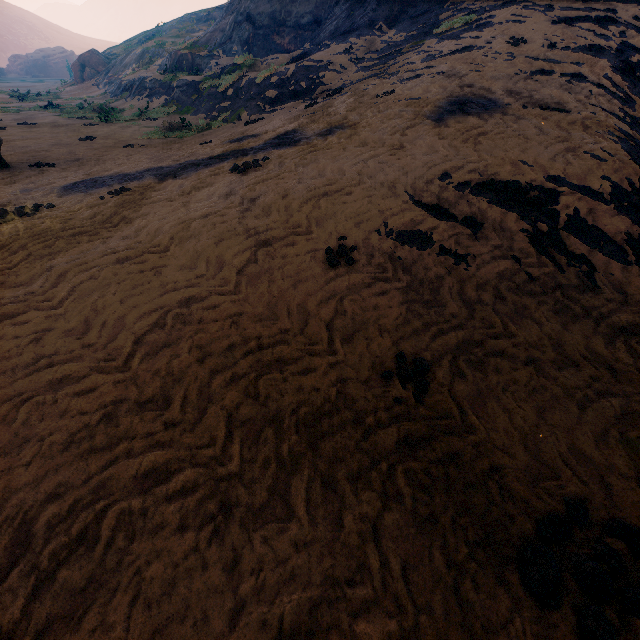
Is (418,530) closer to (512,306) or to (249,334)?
(249,334)

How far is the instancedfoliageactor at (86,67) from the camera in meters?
32.8

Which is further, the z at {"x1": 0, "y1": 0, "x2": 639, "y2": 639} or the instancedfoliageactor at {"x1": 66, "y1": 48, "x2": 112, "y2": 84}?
the instancedfoliageactor at {"x1": 66, "y1": 48, "x2": 112, "y2": 84}

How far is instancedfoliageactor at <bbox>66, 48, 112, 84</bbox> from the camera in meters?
32.8

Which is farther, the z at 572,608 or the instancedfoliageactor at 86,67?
the instancedfoliageactor at 86,67
